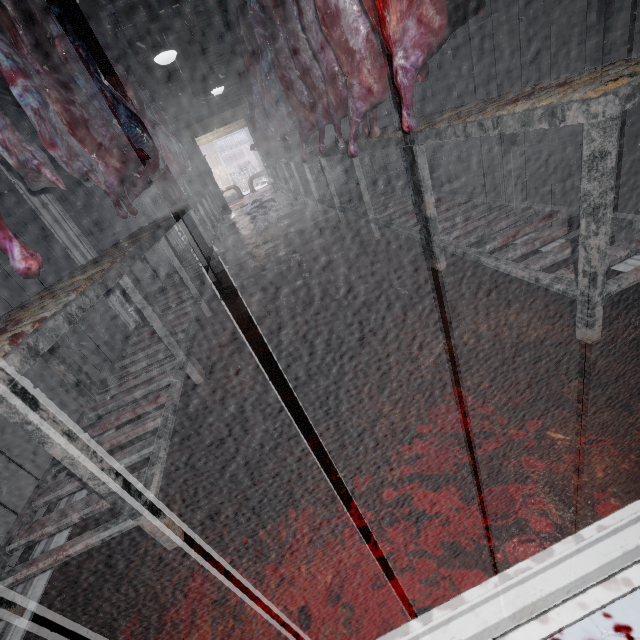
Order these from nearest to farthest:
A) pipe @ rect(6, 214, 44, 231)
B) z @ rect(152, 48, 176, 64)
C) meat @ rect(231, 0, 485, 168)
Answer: meat @ rect(231, 0, 485, 168)
z @ rect(152, 48, 176, 64)
pipe @ rect(6, 214, 44, 231)

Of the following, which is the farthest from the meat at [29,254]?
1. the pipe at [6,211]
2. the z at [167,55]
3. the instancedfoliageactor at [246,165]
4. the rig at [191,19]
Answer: the instancedfoliageactor at [246,165]

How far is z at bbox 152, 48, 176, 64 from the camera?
4.07m

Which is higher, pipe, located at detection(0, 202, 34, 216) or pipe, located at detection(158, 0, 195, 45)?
pipe, located at detection(158, 0, 195, 45)

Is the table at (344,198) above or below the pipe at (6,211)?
below

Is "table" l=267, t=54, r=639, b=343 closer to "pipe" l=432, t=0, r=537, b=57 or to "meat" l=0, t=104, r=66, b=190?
"meat" l=0, t=104, r=66, b=190

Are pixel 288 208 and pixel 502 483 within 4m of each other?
no

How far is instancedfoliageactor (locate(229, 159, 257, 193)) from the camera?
16.49m
